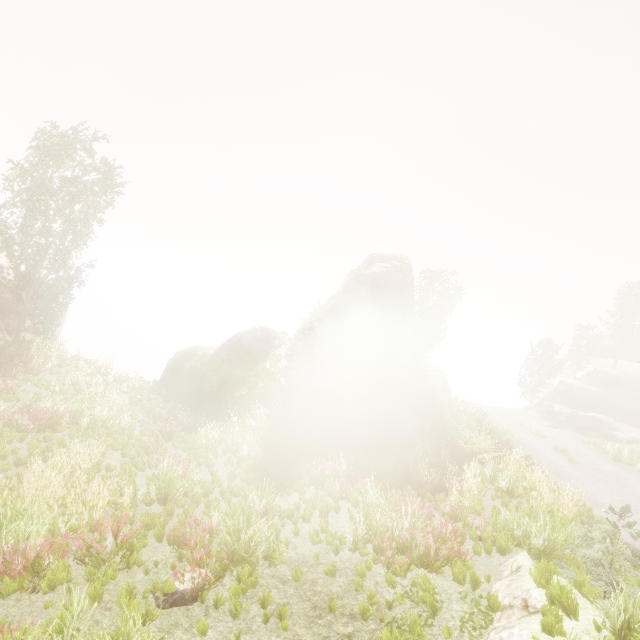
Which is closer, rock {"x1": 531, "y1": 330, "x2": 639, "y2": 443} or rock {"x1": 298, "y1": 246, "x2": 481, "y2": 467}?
rock {"x1": 298, "y1": 246, "x2": 481, "y2": 467}

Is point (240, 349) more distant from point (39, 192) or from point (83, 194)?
point (39, 192)

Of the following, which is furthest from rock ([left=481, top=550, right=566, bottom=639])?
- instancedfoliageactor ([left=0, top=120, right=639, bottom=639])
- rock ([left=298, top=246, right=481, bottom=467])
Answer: rock ([left=298, top=246, right=481, bottom=467])

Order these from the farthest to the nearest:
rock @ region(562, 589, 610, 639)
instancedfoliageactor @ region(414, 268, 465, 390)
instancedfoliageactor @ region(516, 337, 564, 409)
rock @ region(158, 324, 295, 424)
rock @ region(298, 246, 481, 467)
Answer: instancedfoliageactor @ region(516, 337, 564, 409) < instancedfoliageactor @ region(414, 268, 465, 390) < rock @ region(158, 324, 295, 424) < rock @ region(298, 246, 481, 467) < rock @ region(562, 589, 610, 639)

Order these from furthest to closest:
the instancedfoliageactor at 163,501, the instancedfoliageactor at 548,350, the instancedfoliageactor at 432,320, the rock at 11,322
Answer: the instancedfoliageactor at 548,350 < the instancedfoliageactor at 432,320 < the rock at 11,322 < the instancedfoliageactor at 163,501

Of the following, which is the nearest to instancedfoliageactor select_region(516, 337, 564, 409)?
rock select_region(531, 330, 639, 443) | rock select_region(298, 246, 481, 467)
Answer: rock select_region(298, 246, 481, 467)

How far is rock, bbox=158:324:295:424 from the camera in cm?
1959

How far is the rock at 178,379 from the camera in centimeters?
1959cm
